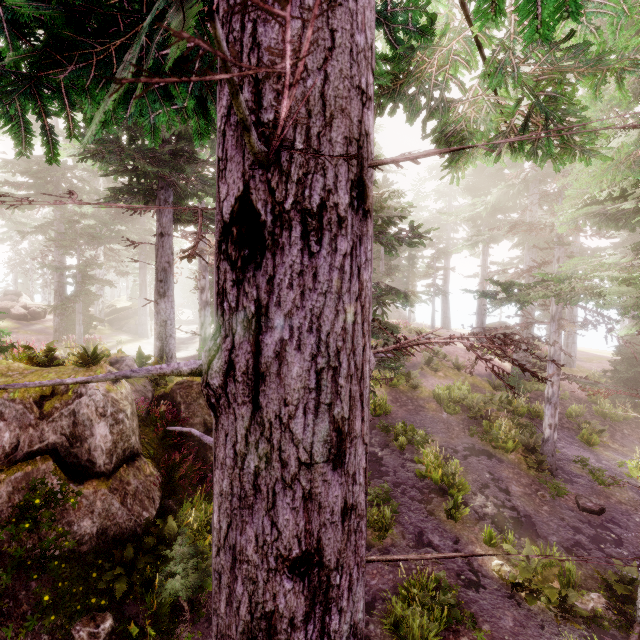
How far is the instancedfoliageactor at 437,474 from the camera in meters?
10.7

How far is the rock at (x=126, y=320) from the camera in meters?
36.4

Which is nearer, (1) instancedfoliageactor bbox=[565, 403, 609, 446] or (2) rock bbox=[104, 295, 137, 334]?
(1) instancedfoliageactor bbox=[565, 403, 609, 446]

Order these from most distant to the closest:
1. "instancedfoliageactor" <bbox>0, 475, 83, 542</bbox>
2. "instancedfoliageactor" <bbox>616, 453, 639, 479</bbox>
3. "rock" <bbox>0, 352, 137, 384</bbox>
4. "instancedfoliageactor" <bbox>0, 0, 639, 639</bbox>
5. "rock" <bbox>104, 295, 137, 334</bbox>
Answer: "rock" <bbox>104, 295, 137, 334</bbox> < "instancedfoliageactor" <bbox>616, 453, 639, 479</bbox> < "rock" <bbox>0, 352, 137, 384</bbox> < "instancedfoliageactor" <bbox>0, 475, 83, 542</bbox> < "instancedfoliageactor" <bbox>0, 0, 639, 639</bbox>

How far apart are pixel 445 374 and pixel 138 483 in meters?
19.6

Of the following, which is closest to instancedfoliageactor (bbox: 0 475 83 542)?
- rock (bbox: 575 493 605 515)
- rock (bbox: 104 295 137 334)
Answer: rock (bbox: 104 295 137 334)

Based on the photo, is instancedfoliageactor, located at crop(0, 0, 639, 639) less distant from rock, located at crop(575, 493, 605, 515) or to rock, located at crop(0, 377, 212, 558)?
rock, located at crop(0, 377, 212, 558)
